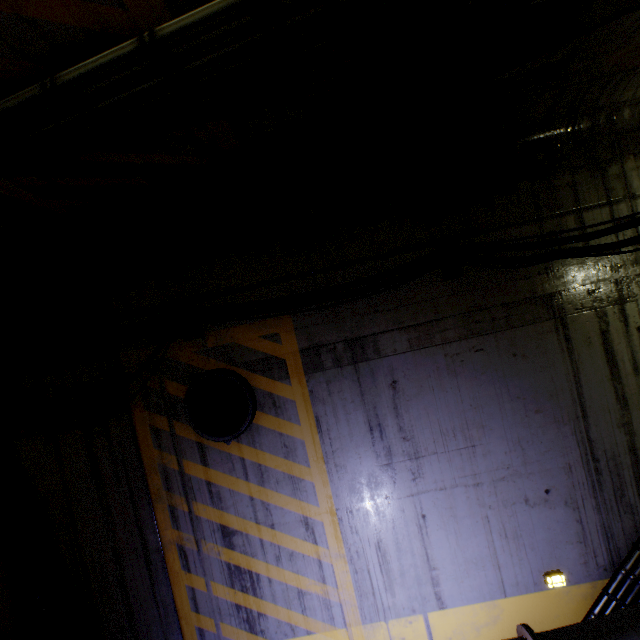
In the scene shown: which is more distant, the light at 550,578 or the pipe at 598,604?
the light at 550,578

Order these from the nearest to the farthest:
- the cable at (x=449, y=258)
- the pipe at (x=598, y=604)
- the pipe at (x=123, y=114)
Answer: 1. the pipe at (x=123, y=114)
2. the pipe at (x=598, y=604)
3. the cable at (x=449, y=258)

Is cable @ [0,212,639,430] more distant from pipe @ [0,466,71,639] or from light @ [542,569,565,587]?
light @ [542,569,565,587]

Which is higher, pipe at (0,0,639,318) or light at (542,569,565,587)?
pipe at (0,0,639,318)

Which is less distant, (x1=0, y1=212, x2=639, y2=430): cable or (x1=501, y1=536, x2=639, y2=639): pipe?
(x1=501, y1=536, x2=639, y2=639): pipe

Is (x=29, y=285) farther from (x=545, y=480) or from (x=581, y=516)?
(x=581, y=516)

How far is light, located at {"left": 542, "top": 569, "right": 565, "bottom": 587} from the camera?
3.5 meters

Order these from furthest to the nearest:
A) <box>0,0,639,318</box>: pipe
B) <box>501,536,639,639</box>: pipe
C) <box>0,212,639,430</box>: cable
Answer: <box>0,212,639,430</box>: cable < <box>501,536,639,639</box>: pipe < <box>0,0,639,318</box>: pipe
